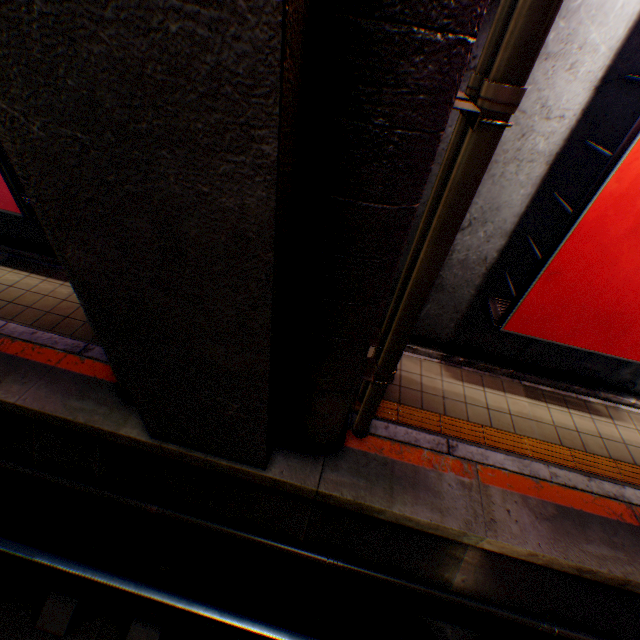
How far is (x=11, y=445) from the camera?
4.6 meters

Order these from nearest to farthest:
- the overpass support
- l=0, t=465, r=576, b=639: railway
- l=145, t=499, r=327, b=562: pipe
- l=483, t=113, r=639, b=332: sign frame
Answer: the overpass support
l=483, t=113, r=639, b=332: sign frame
l=0, t=465, r=576, b=639: railway
l=145, t=499, r=327, b=562: pipe

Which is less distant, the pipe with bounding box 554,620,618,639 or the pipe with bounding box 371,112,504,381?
the pipe with bounding box 371,112,504,381

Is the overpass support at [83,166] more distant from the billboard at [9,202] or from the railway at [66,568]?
the billboard at [9,202]

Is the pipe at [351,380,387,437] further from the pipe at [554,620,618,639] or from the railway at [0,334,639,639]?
the pipe at [554,620,618,639]

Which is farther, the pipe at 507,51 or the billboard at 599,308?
the billboard at 599,308

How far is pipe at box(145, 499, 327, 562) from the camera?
4.1 meters

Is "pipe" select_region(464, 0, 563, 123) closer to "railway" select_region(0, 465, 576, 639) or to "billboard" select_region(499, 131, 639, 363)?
"railway" select_region(0, 465, 576, 639)
